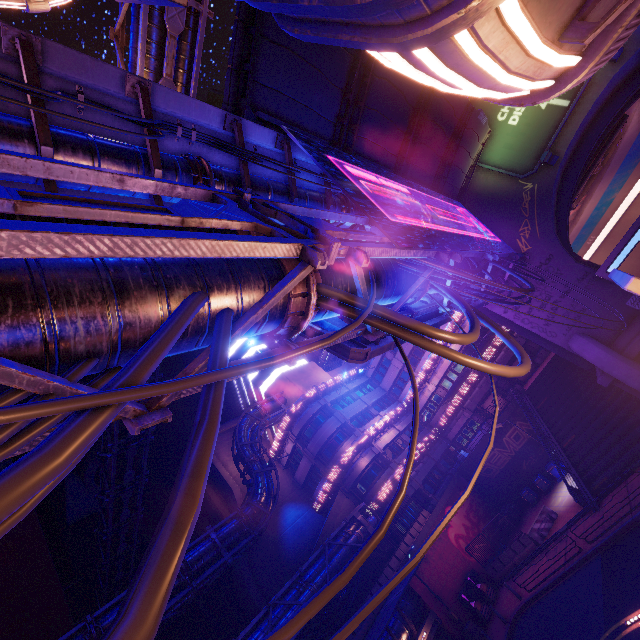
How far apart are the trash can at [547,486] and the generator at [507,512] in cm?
317

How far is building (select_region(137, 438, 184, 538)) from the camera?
48.55m

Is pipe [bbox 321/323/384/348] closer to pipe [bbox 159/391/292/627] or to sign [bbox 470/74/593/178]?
sign [bbox 470/74/593/178]

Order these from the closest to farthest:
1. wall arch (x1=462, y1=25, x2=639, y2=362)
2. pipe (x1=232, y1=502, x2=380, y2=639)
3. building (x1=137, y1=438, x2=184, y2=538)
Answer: wall arch (x1=462, y1=25, x2=639, y2=362)
pipe (x1=232, y1=502, x2=380, y2=639)
building (x1=137, y1=438, x2=184, y2=538)

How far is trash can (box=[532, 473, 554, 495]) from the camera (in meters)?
26.98

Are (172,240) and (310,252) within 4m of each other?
yes

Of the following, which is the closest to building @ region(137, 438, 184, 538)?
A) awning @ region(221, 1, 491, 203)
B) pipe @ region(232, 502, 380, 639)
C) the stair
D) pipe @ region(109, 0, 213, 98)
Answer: pipe @ region(109, 0, 213, 98)

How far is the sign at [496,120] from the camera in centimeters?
1736cm
